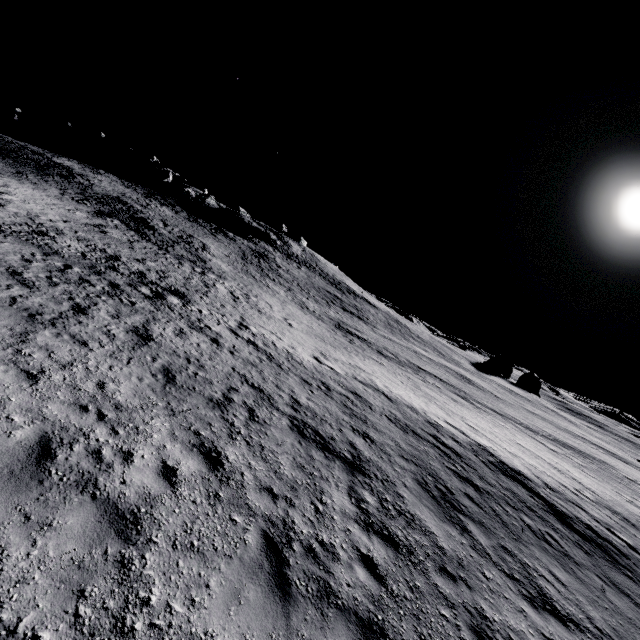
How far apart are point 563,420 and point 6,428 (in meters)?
67.86
